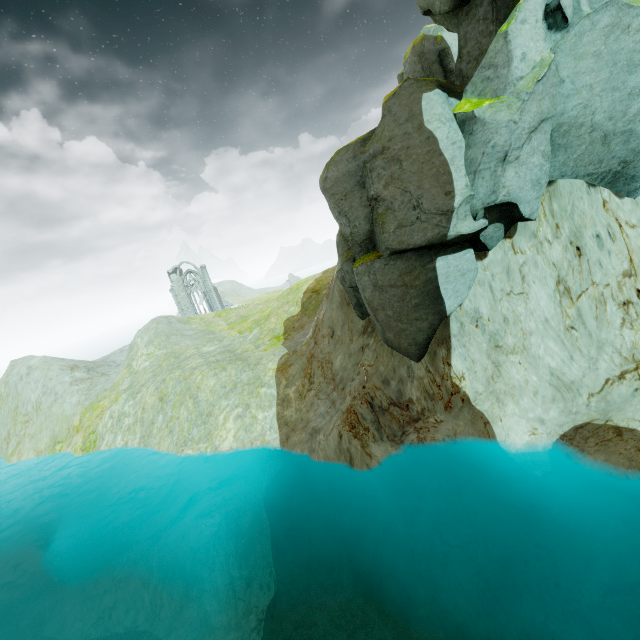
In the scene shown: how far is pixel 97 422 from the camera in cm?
2722

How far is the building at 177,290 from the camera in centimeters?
5822cm

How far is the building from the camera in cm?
5822

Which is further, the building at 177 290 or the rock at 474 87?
the building at 177 290

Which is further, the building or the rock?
the building
